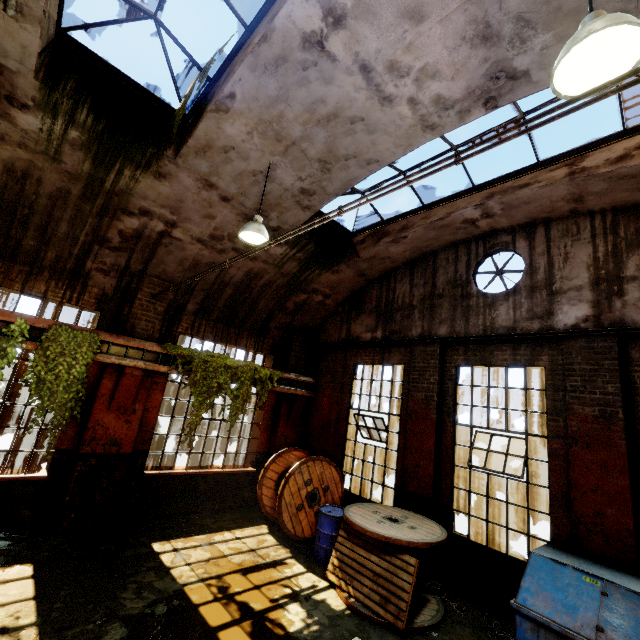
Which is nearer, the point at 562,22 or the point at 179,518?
the point at 562,22

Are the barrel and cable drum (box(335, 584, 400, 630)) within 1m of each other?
yes

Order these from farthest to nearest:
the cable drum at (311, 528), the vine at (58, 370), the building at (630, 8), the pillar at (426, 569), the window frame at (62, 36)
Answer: the cable drum at (311, 528), the pillar at (426, 569), the vine at (58, 370), the window frame at (62, 36), the building at (630, 8)

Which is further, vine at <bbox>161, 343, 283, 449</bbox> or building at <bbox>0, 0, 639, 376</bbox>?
vine at <bbox>161, 343, 283, 449</bbox>

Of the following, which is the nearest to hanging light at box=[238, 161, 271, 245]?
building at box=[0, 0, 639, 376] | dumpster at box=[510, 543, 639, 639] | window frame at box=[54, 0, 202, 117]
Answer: building at box=[0, 0, 639, 376]

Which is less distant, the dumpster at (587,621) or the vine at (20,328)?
the dumpster at (587,621)

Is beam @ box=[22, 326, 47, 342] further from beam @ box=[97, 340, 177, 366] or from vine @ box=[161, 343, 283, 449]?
vine @ box=[161, 343, 283, 449]

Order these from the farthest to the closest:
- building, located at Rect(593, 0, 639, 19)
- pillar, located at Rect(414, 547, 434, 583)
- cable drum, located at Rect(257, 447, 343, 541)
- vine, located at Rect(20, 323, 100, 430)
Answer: cable drum, located at Rect(257, 447, 343, 541) < pillar, located at Rect(414, 547, 434, 583) < vine, located at Rect(20, 323, 100, 430) < building, located at Rect(593, 0, 639, 19)
